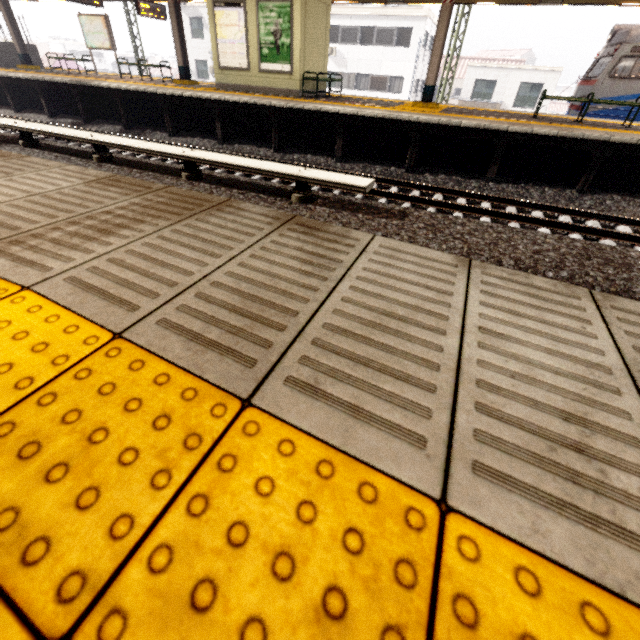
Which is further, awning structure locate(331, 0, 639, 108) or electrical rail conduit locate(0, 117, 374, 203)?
awning structure locate(331, 0, 639, 108)

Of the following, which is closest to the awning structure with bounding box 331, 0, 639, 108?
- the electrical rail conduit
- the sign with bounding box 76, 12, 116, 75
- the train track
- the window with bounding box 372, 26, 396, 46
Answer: the sign with bounding box 76, 12, 116, 75

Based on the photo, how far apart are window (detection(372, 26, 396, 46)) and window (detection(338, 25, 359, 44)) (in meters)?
1.05

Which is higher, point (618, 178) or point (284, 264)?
point (284, 264)

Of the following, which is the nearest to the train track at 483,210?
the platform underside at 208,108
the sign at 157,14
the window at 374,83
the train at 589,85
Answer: the platform underside at 208,108

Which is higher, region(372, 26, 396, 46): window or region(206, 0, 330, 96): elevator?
region(372, 26, 396, 46): window

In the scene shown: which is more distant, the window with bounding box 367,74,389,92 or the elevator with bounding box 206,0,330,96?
the window with bounding box 367,74,389,92

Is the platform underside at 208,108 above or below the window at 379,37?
below
